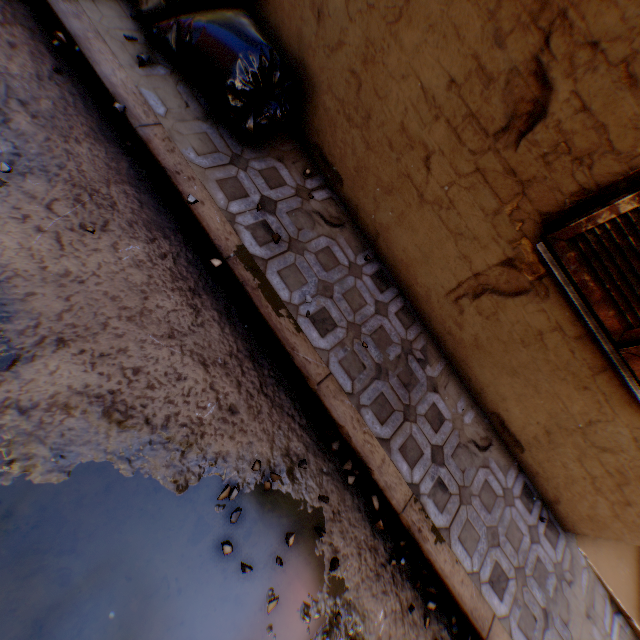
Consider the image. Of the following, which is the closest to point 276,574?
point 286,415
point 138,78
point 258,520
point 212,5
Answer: point 258,520

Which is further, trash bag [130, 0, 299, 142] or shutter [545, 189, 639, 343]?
trash bag [130, 0, 299, 142]

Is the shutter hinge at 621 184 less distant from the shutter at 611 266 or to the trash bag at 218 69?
the shutter at 611 266

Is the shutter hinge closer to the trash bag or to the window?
the window

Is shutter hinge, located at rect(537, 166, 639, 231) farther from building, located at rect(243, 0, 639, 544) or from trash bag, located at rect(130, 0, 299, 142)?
trash bag, located at rect(130, 0, 299, 142)

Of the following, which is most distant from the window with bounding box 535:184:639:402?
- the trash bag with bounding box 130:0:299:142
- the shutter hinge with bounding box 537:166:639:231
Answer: the trash bag with bounding box 130:0:299:142

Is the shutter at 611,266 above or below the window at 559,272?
above

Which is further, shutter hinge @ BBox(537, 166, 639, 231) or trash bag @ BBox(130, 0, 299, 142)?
trash bag @ BBox(130, 0, 299, 142)
